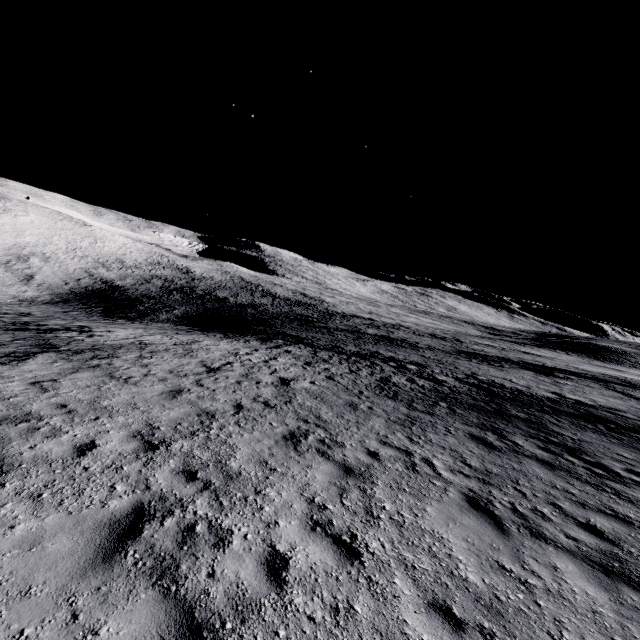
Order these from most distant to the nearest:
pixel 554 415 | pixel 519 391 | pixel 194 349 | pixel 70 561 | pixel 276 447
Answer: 1. pixel 194 349
2. pixel 519 391
3. pixel 554 415
4. pixel 276 447
5. pixel 70 561
